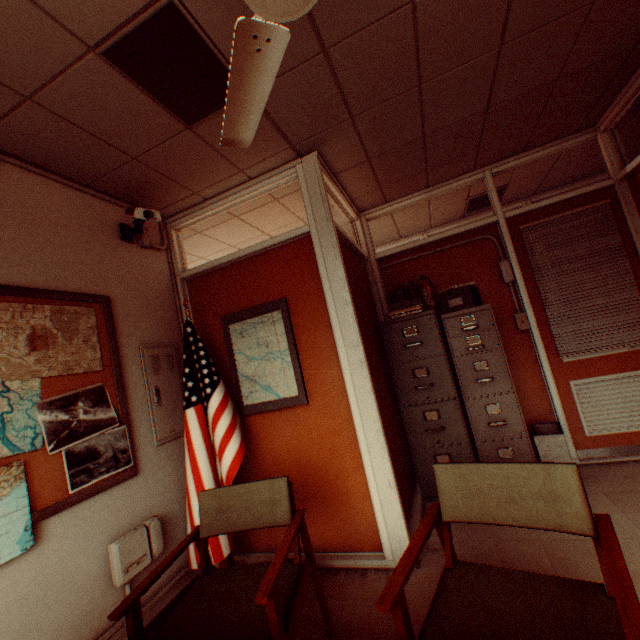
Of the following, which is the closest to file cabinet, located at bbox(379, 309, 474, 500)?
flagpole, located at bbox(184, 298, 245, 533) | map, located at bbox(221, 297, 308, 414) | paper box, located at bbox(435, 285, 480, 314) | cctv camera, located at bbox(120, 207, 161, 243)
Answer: paper box, located at bbox(435, 285, 480, 314)

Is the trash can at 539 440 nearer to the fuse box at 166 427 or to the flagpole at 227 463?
the flagpole at 227 463

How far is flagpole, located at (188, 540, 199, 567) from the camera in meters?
2.6

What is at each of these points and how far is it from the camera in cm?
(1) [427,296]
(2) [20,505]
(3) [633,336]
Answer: (1) fire extinguisher, 395
(2) map, 180
(3) blinds, 334

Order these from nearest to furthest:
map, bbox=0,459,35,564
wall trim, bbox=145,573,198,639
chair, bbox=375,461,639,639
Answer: chair, bbox=375,461,639,639 → map, bbox=0,459,35,564 → wall trim, bbox=145,573,198,639

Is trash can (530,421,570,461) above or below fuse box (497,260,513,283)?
below

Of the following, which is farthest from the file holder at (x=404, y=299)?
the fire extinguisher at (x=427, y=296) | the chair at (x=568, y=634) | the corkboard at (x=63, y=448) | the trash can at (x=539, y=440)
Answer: the corkboard at (x=63, y=448)

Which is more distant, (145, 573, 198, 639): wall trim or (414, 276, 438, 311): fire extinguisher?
(414, 276, 438, 311): fire extinguisher
